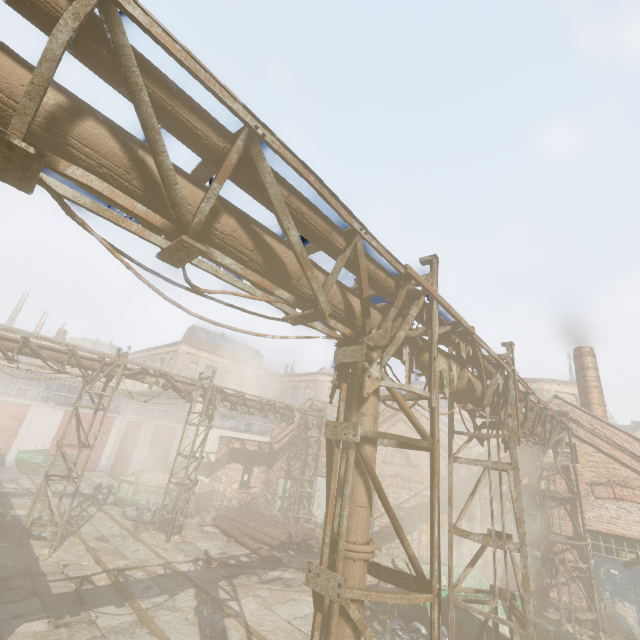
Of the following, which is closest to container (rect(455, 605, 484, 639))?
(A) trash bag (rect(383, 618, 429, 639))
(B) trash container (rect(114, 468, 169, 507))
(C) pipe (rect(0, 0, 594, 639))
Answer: (A) trash bag (rect(383, 618, 429, 639))

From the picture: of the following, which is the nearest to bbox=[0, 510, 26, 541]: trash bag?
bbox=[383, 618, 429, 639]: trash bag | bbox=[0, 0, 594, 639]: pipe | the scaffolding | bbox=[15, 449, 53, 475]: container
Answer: bbox=[0, 0, 594, 639]: pipe

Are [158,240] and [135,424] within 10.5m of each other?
no

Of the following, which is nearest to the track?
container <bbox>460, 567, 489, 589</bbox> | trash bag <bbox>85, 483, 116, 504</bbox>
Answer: trash bag <bbox>85, 483, 116, 504</bbox>

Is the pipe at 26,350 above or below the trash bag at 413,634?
above

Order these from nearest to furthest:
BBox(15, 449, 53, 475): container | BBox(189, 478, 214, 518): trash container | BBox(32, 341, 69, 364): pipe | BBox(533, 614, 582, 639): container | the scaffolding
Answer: the scaffolding
BBox(533, 614, 582, 639): container
BBox(32, 341, 69, 364): pipe
BBox(189, 478, 214, 518): trash container
BBox(15, 449, 53, 475): container

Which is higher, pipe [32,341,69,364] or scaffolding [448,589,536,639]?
pipe [32,341,69,364]

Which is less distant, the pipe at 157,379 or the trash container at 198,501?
the pipe at 157,379
